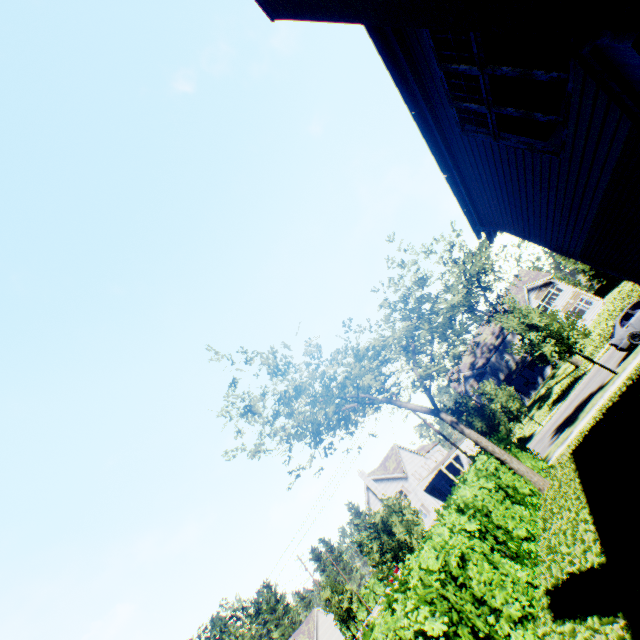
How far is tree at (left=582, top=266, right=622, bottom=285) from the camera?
27.4m

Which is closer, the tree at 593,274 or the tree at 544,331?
the tree at 544,331

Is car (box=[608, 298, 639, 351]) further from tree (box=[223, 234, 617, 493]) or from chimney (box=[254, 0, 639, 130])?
chimney (box=[254, 0, 639, 130])

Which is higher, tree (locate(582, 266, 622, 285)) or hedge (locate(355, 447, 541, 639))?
tree (locate(582, 266, 622, 285))

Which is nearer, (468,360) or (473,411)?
(473,411)

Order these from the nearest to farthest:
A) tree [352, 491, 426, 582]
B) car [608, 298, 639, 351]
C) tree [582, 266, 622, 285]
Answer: car [608, 298, 639, 351] → tree [352, 491, 426, 582] → tree [582, 266, 622, 285]

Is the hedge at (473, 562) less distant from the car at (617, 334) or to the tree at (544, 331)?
the tree at (544, 331)
